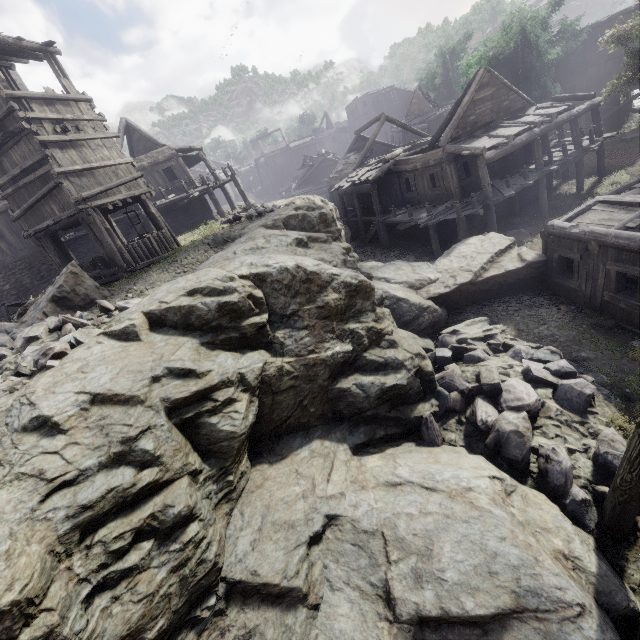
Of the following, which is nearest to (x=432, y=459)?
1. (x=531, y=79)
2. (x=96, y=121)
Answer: (x=96, y=121)

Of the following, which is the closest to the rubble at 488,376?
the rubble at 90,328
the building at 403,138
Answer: the building at 403,138

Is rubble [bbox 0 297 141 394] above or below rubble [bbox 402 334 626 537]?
above

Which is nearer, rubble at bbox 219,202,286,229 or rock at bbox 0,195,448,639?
rock at bbox 0,195,448,639

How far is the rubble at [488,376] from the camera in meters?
7.0

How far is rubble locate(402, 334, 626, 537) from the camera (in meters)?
7.04

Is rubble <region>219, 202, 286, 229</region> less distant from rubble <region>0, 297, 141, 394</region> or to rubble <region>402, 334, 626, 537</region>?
rubble <region>0, 297, 141, 394</region>
